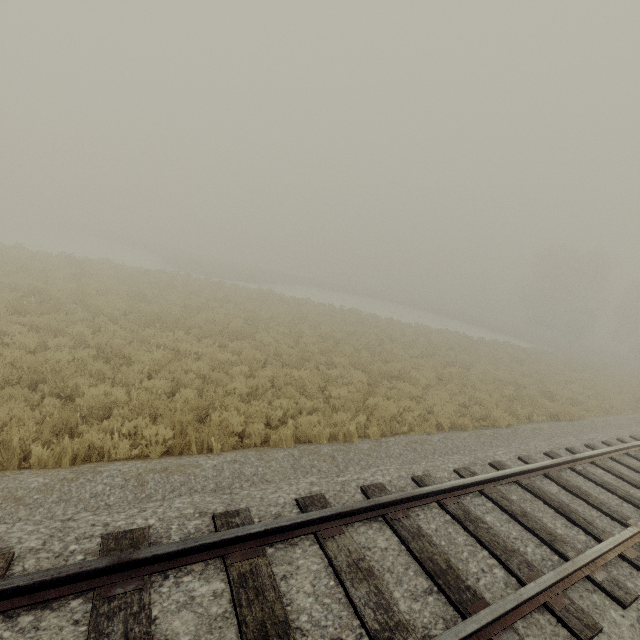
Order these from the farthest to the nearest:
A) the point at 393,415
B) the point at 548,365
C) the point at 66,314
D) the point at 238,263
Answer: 1. the point at 238,263
2. the point at 548,365
3. the point at 66,314
4. the point at 393,415
